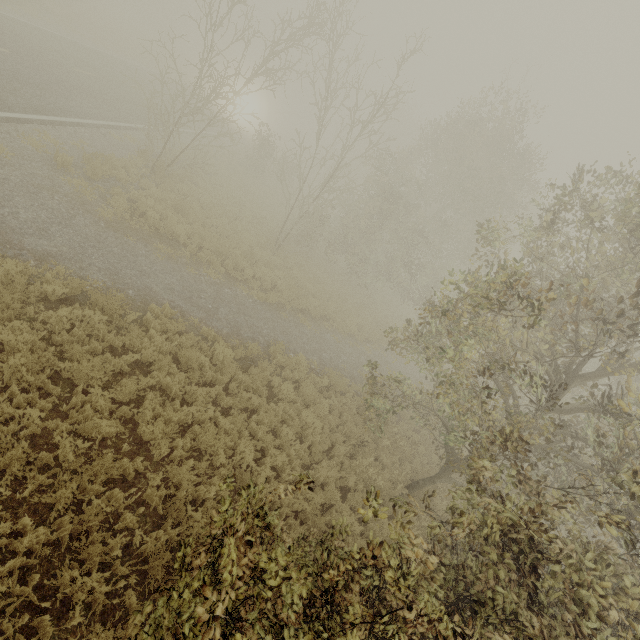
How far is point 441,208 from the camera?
22.8 meters
